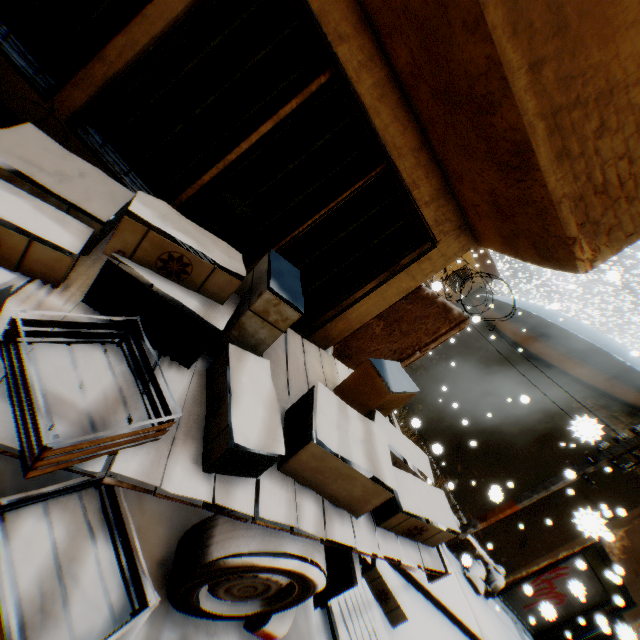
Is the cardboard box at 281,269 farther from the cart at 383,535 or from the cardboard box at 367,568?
the cardboard box at 367,568

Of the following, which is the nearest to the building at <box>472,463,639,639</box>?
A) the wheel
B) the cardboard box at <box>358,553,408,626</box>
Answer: the cardboard box at <box>358,553,408,626</box>

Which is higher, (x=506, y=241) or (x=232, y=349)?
(x=506, y=241)

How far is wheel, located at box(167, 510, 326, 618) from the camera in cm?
178

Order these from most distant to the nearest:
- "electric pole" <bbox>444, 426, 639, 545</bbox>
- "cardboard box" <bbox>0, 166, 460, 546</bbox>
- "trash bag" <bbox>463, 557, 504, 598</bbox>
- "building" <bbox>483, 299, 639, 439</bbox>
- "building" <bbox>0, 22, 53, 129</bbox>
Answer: "building" <bbox>483, 299, 639, 439</bbox> < "trash bag" <bbox>463, 557, 504, 598</bbox> < "electric pole" <bbox>444, 426, 639, 545</bbox> < "building" <bbox>0, 22, 53, 129</bbox> < "cardboard box" <bbox>0, 166, 460, 546</bbox>

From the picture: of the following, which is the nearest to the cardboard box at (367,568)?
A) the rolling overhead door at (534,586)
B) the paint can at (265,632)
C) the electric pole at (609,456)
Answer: the paint can at (265,632)

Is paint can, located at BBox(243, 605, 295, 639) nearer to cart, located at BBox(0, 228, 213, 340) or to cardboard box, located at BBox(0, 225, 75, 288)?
cart, located at BBox(0, 228, 213, 340)

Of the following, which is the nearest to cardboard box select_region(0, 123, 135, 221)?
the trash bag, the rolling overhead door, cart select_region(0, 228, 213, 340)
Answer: cart select_region(0, 228, 213, 340)
